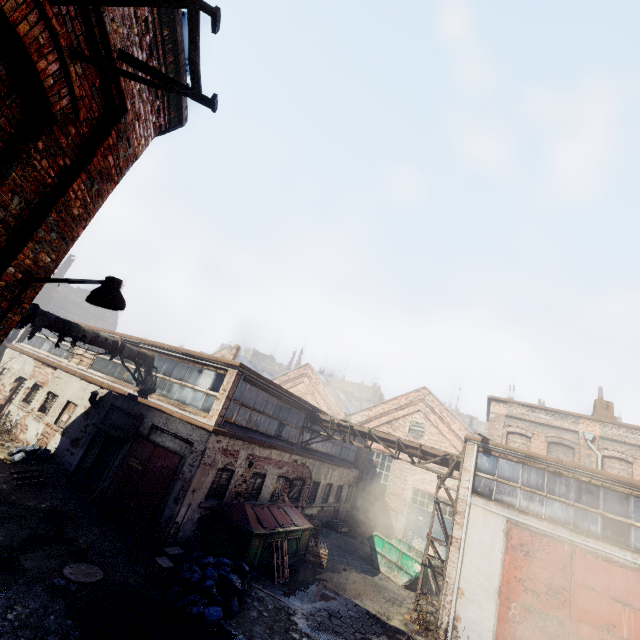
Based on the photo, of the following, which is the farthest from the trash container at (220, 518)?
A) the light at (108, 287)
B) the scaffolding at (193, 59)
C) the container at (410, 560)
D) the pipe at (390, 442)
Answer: the scaffolding at (193, 59)

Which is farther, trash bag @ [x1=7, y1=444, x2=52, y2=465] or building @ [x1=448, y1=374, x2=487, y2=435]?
building @ [x1=448, y1=374, x2=487, y2=435]

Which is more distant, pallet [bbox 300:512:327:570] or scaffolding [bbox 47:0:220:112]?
pallet [bbox 300:512:327:570]

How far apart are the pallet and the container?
3.51m

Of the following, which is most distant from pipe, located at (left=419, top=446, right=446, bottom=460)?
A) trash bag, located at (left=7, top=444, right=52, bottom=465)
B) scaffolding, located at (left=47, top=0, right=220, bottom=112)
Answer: scaffolding, located at (left=47, top=0, right=220, bottom=112)

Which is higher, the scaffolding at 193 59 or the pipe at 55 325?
the scaffolding at 193 59

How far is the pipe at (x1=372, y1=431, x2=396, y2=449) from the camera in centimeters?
1505cm

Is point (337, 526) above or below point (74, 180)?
below
